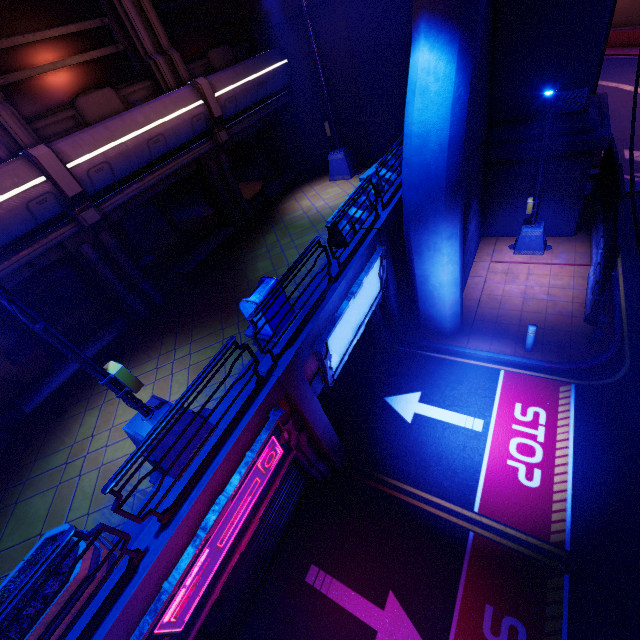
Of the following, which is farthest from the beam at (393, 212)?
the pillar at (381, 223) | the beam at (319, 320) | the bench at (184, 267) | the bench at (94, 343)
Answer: the bench at (94, 343)

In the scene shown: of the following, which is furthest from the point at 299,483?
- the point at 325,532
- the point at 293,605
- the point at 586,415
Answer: the point at 586,415

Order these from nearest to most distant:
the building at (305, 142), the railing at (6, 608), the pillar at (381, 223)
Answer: the railing at (6, 608)
the pillar at (381, 223)
the building at (305, 142)

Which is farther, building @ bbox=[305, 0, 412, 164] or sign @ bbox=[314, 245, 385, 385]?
building @ bbox=[305, 0, 412, 164]

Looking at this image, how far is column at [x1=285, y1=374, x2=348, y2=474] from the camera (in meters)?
6.78

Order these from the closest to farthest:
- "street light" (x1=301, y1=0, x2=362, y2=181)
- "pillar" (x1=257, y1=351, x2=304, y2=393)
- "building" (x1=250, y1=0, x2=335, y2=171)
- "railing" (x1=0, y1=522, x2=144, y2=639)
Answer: "railing" (x1=0, y1=522, x2=144, y2=639)
"pillar" (x1=257, y1=351, x2=304, y2=393)
"street light" (x1=301, y1=0, x2=362, y2=181)
"building" (x1=250, y1=0, x2=335, y2=171)

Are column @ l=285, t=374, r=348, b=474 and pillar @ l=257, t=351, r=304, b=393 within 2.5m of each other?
yes

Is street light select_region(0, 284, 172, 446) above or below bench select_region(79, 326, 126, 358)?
above
